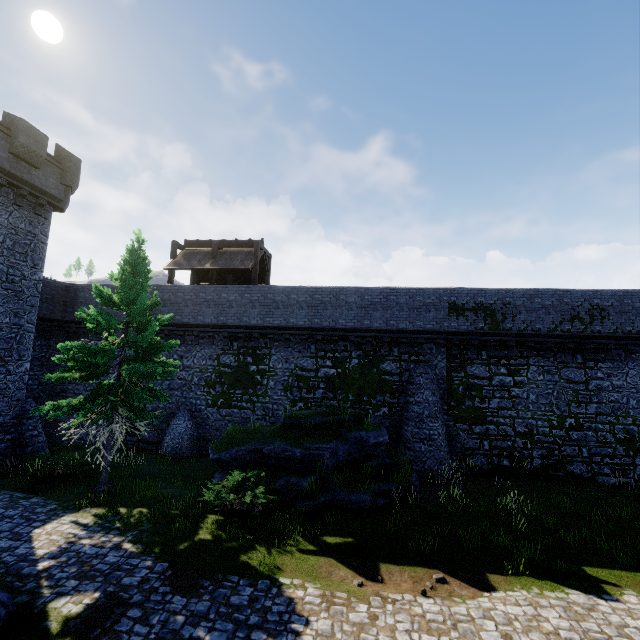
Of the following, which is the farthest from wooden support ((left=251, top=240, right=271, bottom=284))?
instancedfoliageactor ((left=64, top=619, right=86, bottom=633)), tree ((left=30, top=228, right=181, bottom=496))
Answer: instancedfoliageactor ((left=64, top=619, right=86, bottom=633))

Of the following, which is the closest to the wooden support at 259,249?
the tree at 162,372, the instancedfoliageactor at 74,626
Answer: the tree at 162,372

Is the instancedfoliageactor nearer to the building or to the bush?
the bush

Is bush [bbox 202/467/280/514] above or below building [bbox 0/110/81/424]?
below

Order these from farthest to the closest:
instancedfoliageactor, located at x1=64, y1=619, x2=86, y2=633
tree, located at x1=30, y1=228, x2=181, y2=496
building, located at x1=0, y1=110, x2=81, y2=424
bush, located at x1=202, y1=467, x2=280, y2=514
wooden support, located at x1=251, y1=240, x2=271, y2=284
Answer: wooden support, located at x1=251, y1=240, x2=271, y2=284 → building, located at x1=0, y1=110, x2=81, y2=424 → tree, located at x1=30, y1=228, x2=181, y2=496 → bush, located at x1=202, y1=467, x2=280, y2=514 → instancedfoliageactor, located at x1=64, y1=619, x2=86, y2=633

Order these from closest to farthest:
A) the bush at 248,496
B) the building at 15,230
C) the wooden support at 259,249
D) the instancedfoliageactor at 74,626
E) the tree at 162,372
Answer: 1. the instancedfoliageactor at 74,626
2. the bush at 248,496
3. the tree at 162,372
4. the building at 15,230
5. the wooden support at 259,249

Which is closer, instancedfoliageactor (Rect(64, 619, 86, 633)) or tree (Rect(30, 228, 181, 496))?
instancedfoliageactor (Rect(64, 619, 86, 633))

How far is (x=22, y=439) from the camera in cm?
1666
